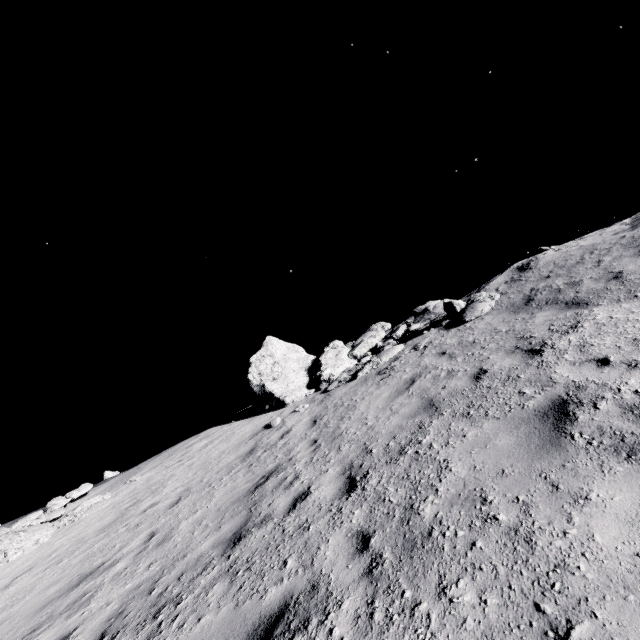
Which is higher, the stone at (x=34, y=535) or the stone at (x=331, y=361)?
the stone at (x=331, y=361)

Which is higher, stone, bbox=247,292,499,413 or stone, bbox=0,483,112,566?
stone, bbox=247,292,499,413

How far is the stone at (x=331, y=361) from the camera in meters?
11.1

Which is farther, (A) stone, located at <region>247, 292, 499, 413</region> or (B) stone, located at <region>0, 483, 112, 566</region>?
(A) stone, located at <region>247, 292, 499, 413</region>

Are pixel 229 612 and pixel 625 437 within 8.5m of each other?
yes

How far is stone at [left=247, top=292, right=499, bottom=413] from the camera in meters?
11.1 m
